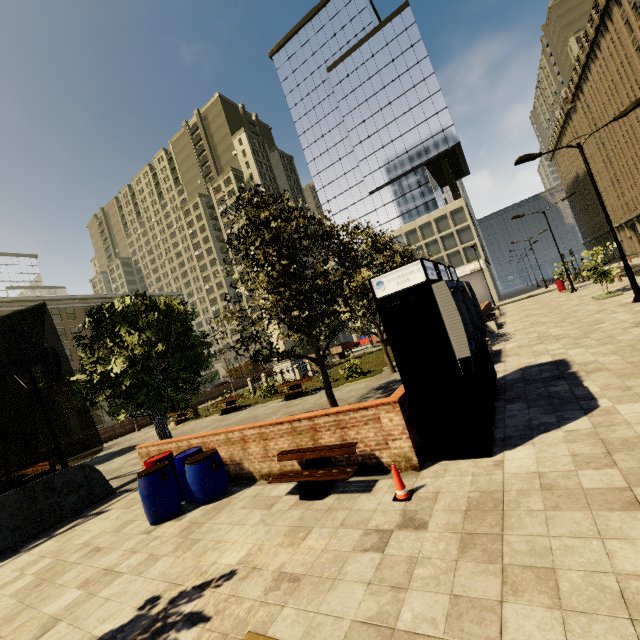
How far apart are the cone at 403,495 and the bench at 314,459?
0.73m

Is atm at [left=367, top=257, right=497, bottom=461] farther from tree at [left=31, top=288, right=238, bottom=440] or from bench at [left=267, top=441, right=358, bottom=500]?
tree at [left=31, top=288, right=238, bottom=440]

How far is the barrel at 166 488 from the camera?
6.5m

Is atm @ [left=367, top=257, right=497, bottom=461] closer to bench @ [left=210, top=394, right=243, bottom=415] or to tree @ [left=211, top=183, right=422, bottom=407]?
tree @ [left=211, top=183, right=422, bottom=407]

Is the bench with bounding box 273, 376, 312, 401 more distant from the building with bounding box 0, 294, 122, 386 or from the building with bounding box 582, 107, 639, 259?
the building with bounding box 0, 294, 122, 386

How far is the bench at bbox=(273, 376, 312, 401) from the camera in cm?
1748

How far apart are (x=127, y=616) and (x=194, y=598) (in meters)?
0.91

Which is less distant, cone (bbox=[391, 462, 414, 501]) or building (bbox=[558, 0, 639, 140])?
cone (bbox=[391, 462, 414, 501])
